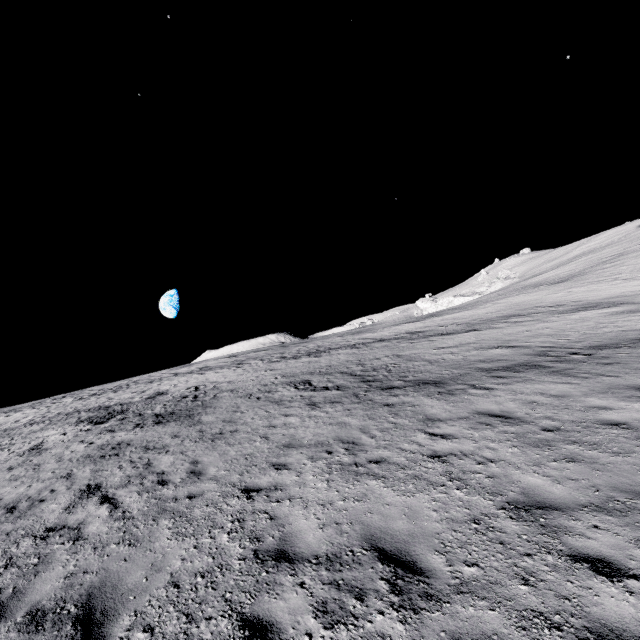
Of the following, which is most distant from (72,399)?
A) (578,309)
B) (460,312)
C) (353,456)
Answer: (578,309)
